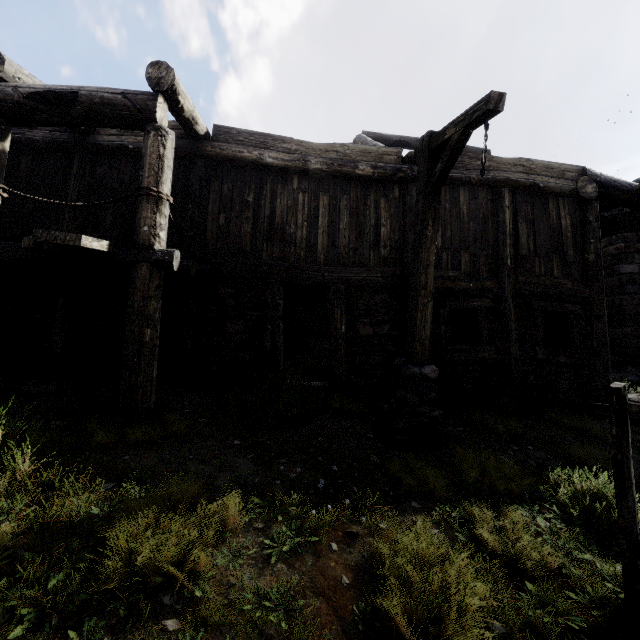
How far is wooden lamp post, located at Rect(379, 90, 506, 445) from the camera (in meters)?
4.04

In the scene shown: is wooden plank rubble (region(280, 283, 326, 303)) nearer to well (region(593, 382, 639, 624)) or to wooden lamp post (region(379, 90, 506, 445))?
wooden lamp post (region(379, 90, 506, 445))

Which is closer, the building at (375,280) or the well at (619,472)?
the well at (619,472)

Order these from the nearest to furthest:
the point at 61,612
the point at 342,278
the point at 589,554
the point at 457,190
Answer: the point at 61,612, the point at 589,554, the point at 342,278, the point at 457,190

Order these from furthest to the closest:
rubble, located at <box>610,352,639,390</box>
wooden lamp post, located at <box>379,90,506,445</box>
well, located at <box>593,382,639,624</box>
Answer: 1. rubble, located at <box>610,352,639,390</box>
2. wooden lamp post, located at <box>379,90,506,445</box>
3. well, located at <box>593,382,639,624</box>

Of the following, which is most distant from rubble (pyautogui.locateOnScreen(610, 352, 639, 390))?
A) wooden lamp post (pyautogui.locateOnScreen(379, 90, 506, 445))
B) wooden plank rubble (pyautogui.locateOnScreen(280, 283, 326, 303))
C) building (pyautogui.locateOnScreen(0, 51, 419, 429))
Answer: wooden lamp post (pyautogui.locateOnScreen(379, 90, 506, 445))

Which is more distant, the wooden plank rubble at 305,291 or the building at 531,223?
the wooden plank rubble at 305,291

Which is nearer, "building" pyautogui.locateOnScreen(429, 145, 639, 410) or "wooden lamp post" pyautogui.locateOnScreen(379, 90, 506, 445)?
"wooden lamp post" pyautogui.locateOnScreen(379, 90, 506, 445)
